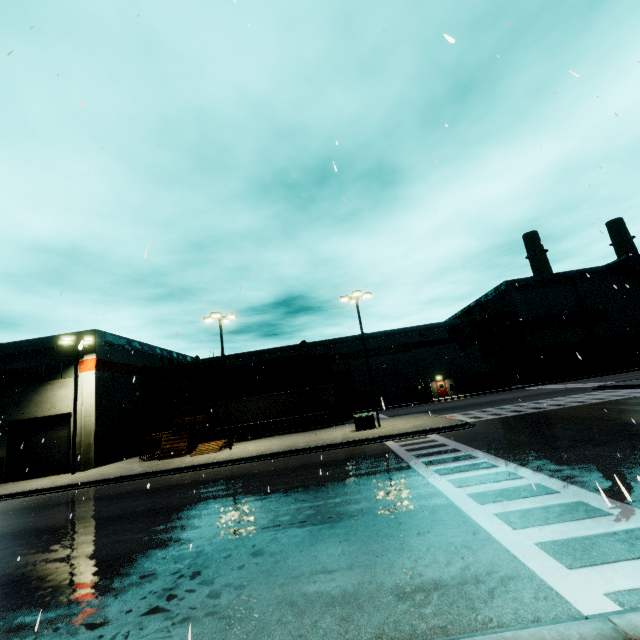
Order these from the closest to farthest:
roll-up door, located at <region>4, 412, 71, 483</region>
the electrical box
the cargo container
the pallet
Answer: the electrical box
the pallet
roll-up door, located at <region>4, 412, 71, 483</region>
the cargo container

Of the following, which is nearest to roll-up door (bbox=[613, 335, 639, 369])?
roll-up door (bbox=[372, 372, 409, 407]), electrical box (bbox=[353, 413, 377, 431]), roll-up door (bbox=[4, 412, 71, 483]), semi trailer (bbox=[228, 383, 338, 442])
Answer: roll-up door (bbox=[372, 372, 409, 407])

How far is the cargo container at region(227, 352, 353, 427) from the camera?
35.9 meters

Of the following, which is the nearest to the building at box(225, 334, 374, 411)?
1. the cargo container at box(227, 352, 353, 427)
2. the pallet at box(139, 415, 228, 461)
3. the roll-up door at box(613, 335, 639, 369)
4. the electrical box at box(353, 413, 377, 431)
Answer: the roll-up door at box(613, 335, 639, 369)

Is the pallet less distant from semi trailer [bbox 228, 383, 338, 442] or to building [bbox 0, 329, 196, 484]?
semi trailer [bbox 228, 383, 338, 442]

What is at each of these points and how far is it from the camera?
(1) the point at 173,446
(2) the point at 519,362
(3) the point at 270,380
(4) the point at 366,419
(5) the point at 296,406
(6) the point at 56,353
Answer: (1) pallet, 23.4m
(2) building, 50.2m
(3) cargo container, 36.4m
(4) electrical box, 22.2m
(5) semi trailer, 31.3m
(6) building, 26.6m

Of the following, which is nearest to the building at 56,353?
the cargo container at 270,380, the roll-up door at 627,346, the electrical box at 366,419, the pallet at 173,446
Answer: the roll-up door at 627,346

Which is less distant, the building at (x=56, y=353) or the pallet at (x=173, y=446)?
the pallet at (x=173, y=446)
